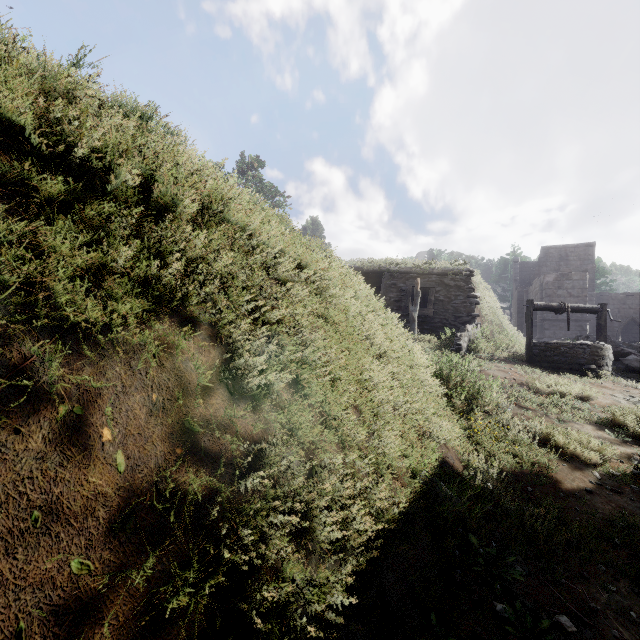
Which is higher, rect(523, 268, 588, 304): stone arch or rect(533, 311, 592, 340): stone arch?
rect(523, 268, 588, 304): stone arch

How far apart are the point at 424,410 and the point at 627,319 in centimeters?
3605cm

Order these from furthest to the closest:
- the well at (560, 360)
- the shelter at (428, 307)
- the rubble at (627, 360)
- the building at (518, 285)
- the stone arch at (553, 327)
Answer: the building at (518, 285)
the stone arch at (553, 327)
the shelter at (428, 307)
the rubble at (627, 360)
the well at (560, 360)

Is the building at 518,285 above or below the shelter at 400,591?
above

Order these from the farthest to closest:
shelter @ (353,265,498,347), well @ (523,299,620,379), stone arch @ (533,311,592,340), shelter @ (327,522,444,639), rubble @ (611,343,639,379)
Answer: stone arch @ (533,311,592,340), shelter @ (353,265,498,347), rubble @ (611,343,639,379), well @ (523,299,620,379), shelter @ (327,522,444,639)

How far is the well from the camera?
8.5m

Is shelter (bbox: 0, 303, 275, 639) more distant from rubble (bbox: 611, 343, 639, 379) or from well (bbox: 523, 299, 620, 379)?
well (bbox: 523, 299, 620, 379)

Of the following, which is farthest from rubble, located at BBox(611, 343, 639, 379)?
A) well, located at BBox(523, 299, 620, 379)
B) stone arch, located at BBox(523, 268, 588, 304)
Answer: stone arch, located at BBox(523, 268, 588, 304)
